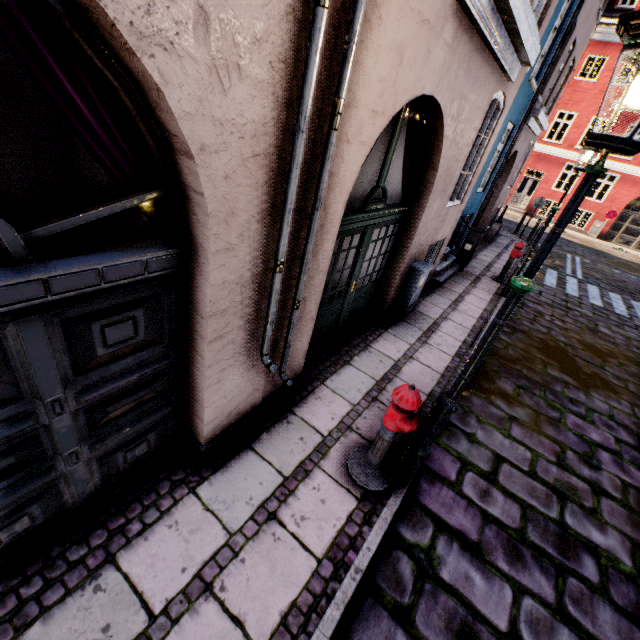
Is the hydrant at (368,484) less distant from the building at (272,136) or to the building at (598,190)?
the building at (272,136)

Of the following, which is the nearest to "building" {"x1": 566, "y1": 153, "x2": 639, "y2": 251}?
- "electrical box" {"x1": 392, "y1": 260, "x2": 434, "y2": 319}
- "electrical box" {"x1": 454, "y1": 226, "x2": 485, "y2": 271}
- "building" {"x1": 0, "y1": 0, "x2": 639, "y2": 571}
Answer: "building" {"x1": 0, "y1": 0, "x2": 639, "y2": 571}

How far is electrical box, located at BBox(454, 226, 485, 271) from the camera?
8.88m

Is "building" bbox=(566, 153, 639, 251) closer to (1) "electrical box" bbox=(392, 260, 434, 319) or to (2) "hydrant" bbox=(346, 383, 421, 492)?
(1) "electrical box" bbox=(392, 260, 434, 319)

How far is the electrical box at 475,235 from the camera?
8.9 meters

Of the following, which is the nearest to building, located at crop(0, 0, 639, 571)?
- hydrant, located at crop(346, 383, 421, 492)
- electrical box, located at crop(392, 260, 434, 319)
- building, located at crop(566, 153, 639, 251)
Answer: electrical box, located at crop(392, 260, 434, 319)

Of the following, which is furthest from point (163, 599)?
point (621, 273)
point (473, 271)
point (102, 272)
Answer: point (621, 273)

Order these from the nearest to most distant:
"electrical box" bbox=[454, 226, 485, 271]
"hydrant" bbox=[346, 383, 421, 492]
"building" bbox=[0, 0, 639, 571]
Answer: "building" bbox=[0, 0, 639, 571] < "hydrant" bbox=[346, 383, 421, 492] < "electrical box" bbox=[454, 226, 485, 271]
